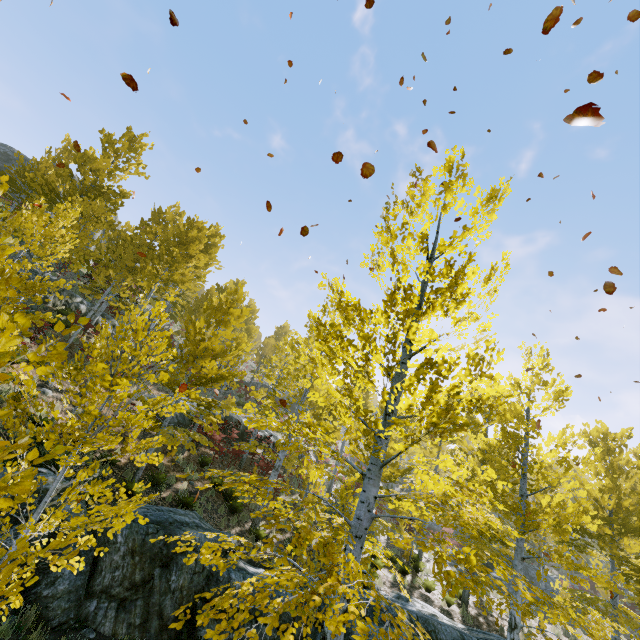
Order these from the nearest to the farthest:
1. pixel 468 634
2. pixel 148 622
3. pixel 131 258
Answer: pixel 148 622 → pixel 468 634 → pixel 131 258

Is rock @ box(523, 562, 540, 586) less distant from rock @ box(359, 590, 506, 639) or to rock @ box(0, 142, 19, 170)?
rock @ box(359, 590, 506, 639)

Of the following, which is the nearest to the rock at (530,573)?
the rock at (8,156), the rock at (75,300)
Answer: the rock at (75,300)

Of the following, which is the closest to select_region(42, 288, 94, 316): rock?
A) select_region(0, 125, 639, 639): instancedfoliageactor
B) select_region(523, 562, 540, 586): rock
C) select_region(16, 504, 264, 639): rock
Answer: select_region(0, 125, 639, 639): instancedfoliageactor

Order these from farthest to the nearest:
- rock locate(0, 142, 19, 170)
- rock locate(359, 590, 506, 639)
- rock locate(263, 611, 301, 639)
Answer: rock locate(0, 142, 19, 170)
rock locate(359, 590, 506, 639)
rock locate(263, 611, 301, 639)

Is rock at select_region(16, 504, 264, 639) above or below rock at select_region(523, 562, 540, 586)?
below

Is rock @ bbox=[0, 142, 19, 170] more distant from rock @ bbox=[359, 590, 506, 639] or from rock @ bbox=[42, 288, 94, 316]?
rock @ bbox=[359, 590, 506, 639]

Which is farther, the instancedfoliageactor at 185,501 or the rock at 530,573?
the rock at 530,573
